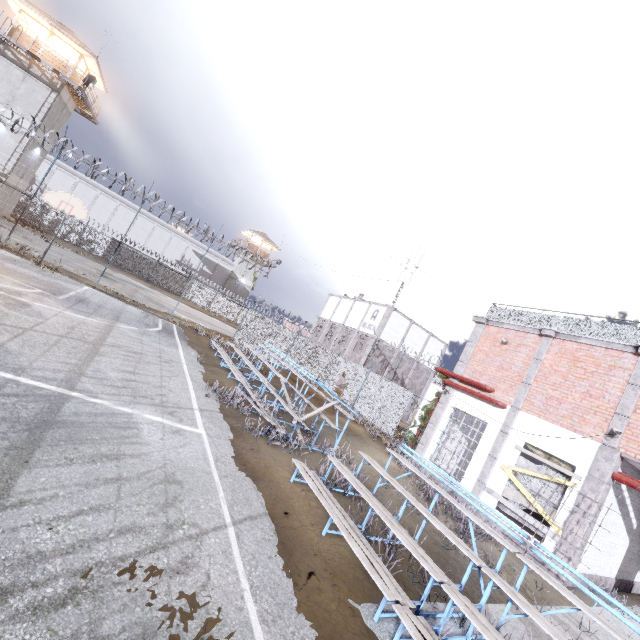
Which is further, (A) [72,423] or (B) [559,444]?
(B) [559,444]

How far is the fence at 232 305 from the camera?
18.6 meters

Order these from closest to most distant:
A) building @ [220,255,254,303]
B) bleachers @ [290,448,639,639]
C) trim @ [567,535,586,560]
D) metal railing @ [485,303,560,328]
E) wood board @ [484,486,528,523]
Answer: bleachers @ [290,448,639,639]
trim @ [567,535,586,560]
wood board @ [484,486,528,523]
metal railing @ [485,303,560,328]
building @ [220,255,254,303]

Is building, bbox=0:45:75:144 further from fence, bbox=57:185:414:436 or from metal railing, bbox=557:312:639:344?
metal railing, bbox=557:312:639:344

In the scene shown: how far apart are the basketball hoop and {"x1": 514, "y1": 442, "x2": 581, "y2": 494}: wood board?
20.8 meters

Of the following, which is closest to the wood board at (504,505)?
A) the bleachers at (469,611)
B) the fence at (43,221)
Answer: the fence at (43,221)

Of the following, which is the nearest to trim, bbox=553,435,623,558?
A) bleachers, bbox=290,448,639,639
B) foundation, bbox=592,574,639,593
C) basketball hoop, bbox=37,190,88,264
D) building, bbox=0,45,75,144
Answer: foundation, bbox=592,574,639,593

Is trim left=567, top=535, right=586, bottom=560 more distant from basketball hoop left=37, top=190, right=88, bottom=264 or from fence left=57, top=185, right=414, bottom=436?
basketball hoop left=37, top=190, right=88, bottom=264
